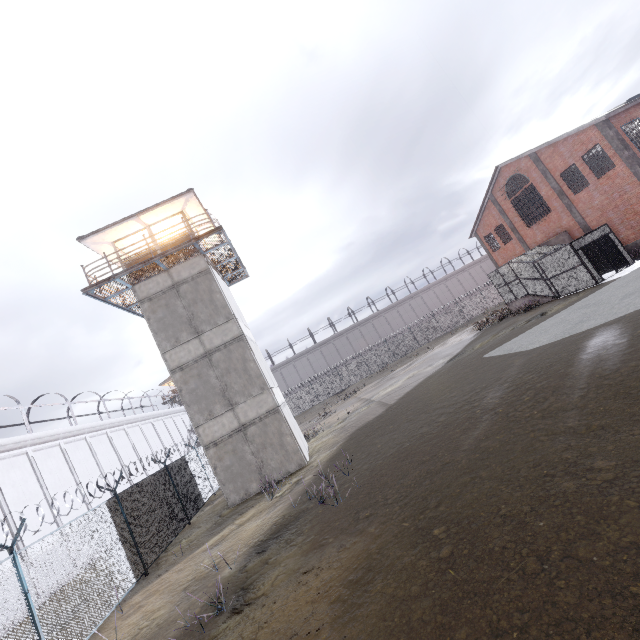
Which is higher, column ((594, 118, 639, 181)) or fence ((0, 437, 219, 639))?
column ((594, 118, 639, 181))

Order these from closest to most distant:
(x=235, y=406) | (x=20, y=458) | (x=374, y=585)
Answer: (x=374, y=585) < (x=235, y=406) < (x=20, y=458)

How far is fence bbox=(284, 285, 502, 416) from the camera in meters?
43.2 m

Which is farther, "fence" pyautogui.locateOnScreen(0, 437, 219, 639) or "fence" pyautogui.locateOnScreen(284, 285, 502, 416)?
"fence" pyautogui.locateOnScreen(284, 285, 502, 416)

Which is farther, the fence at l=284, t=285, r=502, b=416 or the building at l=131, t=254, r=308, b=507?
the fence at l=284, t=285, r=502, b=416

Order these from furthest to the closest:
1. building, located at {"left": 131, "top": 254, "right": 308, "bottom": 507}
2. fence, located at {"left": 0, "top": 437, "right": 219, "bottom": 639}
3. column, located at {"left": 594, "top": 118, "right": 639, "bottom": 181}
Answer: column, located at {"left": 594, "top": 118, "right": 639, "bottom": 181} < building, located at {"left": 131, "top": 254, "right": 308, "bottom": 507} < fence, located at {"left": 0, "top": 437, "right": 219, "bottom": 639}

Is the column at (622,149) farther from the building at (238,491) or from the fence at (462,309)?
the fence at (462,309)

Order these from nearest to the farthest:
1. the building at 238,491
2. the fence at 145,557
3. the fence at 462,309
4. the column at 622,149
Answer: the fence at 145,557, the building at 238,491, the column at 622,149, the fence at 462,309
